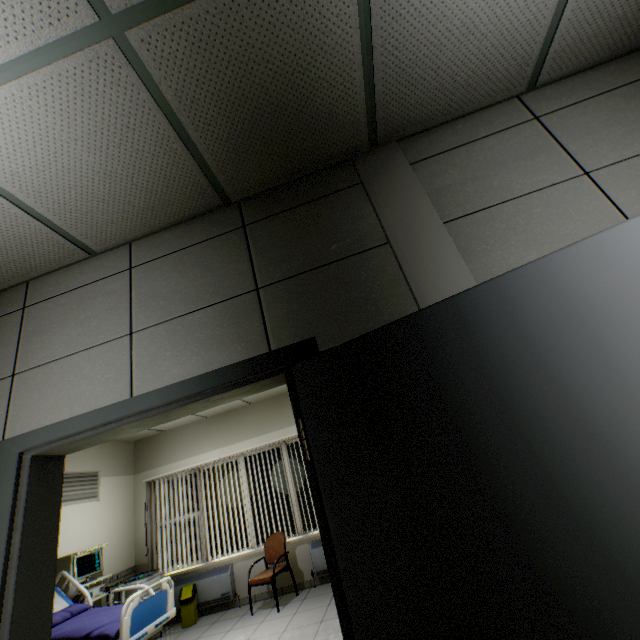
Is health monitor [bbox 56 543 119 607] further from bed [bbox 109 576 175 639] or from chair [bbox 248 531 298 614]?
chair [bbox 248 531 298 614]

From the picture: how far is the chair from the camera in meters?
4.9

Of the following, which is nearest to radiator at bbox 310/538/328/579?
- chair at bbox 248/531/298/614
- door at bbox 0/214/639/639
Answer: chair at bbox 248/531/298/614

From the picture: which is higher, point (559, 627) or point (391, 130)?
point (391, 130)

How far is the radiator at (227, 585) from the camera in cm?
547

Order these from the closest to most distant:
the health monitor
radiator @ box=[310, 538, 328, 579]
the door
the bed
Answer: the door → the bed → the health monitor → radiator @ box=[310, 538, 328, 579]

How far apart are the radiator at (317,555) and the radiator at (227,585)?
1.5m

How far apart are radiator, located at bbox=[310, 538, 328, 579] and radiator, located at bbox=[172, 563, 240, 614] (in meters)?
1.52
